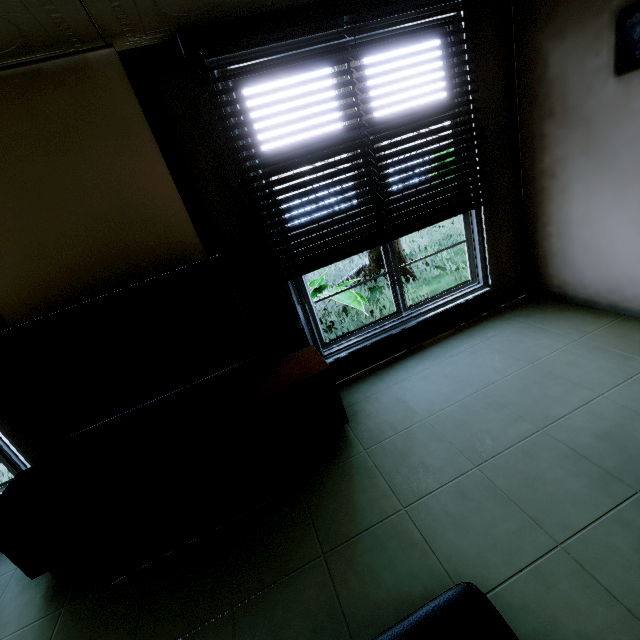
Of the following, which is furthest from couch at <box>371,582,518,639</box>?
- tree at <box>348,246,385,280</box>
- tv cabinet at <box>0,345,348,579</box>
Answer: tree at <box>348,246,385,280</box>

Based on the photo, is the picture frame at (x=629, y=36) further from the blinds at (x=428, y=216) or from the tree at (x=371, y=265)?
the tree at (x=371, y=265)

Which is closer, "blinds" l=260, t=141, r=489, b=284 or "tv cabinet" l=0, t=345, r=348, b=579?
"tv cabinet" l=0, t=345, r=348, b=579

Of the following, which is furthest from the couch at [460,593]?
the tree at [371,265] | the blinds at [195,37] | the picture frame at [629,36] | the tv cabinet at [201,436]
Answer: the tree at [371,265]

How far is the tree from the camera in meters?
6.4 m

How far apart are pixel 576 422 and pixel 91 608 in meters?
3.0 m

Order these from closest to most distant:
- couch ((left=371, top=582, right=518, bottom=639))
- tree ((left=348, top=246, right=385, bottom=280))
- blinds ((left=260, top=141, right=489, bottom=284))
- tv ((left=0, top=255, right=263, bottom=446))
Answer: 1. couch ((left=371, top=582, right=518, bottom=639))
2. tv ((left=0, top=255, right=263, bottom=446))
3. blinds ((left=260, top=141, right=489, bottom=284))
4. tree ((left=348, top=246, right=385, bottom=280))

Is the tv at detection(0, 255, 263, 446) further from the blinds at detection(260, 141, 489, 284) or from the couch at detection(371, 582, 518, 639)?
the couch at detection(371, 582, 518, 639)
